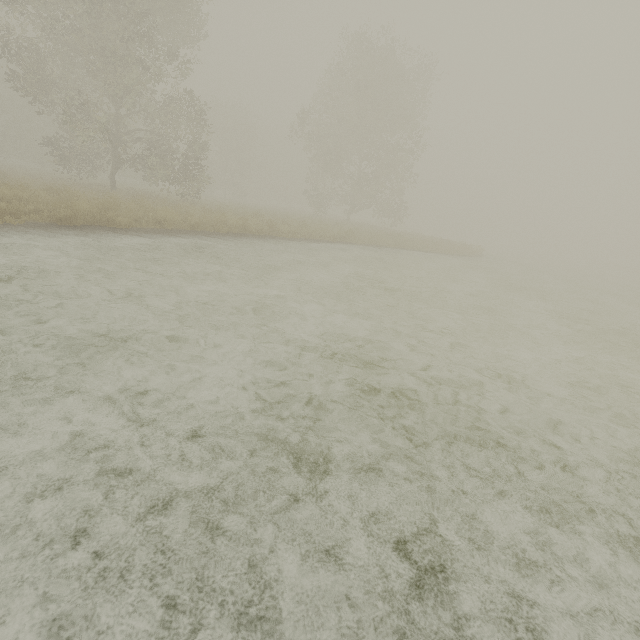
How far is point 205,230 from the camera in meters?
12.6
